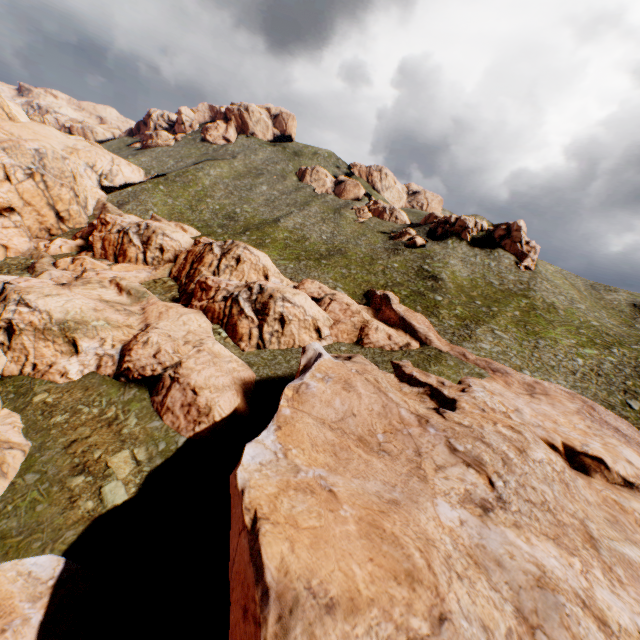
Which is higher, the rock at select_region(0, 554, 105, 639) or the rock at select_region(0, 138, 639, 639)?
the rock at select_region(0, 138, 639, 639)

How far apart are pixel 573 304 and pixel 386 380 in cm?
4839

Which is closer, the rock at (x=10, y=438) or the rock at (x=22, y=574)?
the rock at (x=22, y=574)

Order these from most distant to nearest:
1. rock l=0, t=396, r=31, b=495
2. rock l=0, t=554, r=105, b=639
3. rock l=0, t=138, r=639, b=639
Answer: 1. rock l=0, t=396, r=31, b=495
2. rock l=0, t=554, r=105, b=639
3. rock l=0, t=138, r=639, b=639

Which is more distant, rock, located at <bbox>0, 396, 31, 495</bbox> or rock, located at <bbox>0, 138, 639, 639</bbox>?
rock, located at <bbox>0, 396, 31, 495</bbox>
